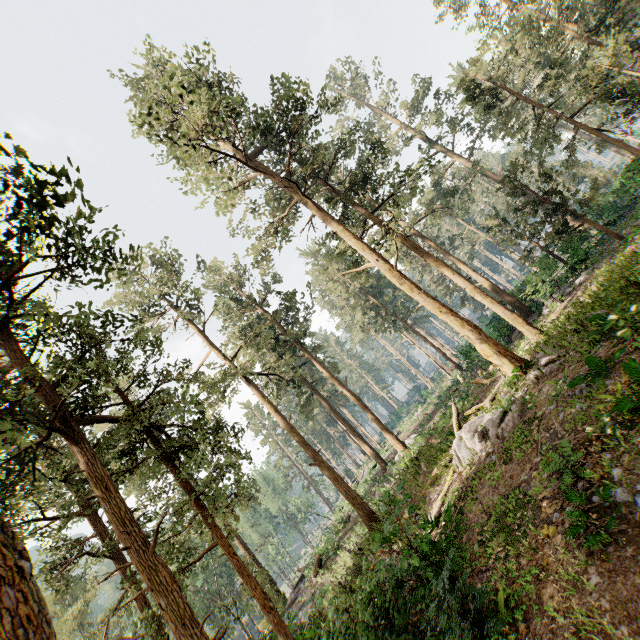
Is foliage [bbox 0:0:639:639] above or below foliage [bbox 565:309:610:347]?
above

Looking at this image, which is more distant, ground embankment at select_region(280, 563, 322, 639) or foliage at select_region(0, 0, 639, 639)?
ground embankment at select_region(280, 563, 322, 639)

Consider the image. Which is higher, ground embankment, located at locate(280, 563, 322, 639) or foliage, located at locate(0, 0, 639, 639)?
foliage, located at locate(0, 0, 639, 639)

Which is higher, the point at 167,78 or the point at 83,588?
the point at 167,78

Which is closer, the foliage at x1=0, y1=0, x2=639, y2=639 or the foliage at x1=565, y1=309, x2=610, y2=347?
the foliage at x1=0, y1=0, x2=639, y2=639

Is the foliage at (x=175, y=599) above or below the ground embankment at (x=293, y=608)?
above

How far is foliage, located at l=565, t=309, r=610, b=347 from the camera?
10.6 meters

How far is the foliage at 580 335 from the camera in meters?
10.6
